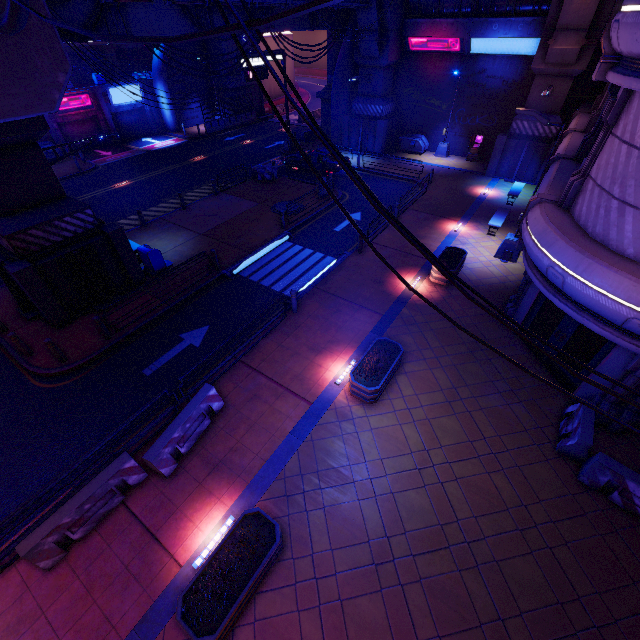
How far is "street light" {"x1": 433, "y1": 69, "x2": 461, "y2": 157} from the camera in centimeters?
2391cm

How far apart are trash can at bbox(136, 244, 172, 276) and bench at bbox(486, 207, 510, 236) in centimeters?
1660cm

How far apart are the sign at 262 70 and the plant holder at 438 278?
19.7 meters

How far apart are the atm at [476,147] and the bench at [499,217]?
10.6m

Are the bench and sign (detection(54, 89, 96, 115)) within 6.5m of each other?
no

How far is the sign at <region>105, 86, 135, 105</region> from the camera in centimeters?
3075cm

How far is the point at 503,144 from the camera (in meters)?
22.66

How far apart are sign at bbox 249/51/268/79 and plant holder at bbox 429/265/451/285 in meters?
19.7 m
